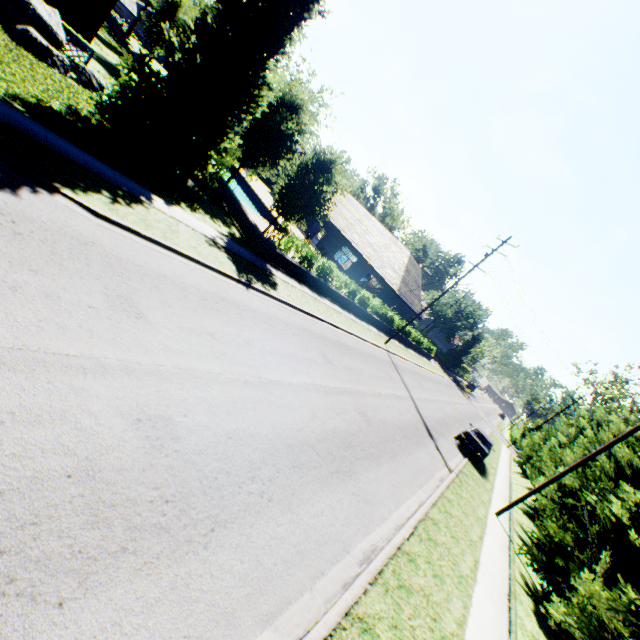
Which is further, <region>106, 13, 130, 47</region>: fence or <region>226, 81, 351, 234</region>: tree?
<region>106, 13, 130, 47</region>: fence

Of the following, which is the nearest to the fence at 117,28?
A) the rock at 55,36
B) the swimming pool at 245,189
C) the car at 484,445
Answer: the swimming pool at 245,189

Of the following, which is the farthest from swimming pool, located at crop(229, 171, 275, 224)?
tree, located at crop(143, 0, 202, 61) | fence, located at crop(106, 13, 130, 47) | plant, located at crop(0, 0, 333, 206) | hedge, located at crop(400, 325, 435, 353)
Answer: hedge, located at crop(400, 325, 435, 353)

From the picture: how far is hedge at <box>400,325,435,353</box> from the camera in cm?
3641

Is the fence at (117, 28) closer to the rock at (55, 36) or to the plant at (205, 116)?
the plant at (205, 116)

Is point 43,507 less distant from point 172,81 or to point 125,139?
point 125,139

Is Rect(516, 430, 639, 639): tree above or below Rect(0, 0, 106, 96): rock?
above

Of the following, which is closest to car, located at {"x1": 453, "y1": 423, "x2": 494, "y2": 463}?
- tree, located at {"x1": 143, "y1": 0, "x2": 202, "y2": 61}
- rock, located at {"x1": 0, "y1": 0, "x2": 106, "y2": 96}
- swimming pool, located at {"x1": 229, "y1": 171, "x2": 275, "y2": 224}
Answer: tree, located at {"x1": 143, "y1": 0, "x2": 202, "y2": 61}
